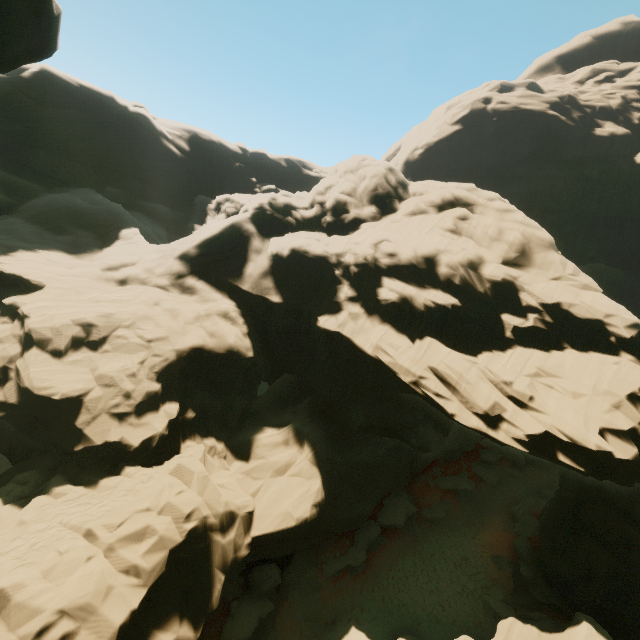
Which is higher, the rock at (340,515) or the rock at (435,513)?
the rock at (340,515)

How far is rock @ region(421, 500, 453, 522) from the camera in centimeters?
2683cm

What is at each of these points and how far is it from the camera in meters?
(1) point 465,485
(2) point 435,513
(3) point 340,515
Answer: (1) rock, 30.7 m
(2) rock, 27.2 m
(3) rock, 20.5 m

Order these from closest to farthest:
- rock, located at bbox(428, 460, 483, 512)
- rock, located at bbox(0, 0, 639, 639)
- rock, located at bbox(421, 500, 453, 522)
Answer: rock, located at bbox(0, 0, 639, 639)
rock, located at bbox(421, 500, 453, 522)
rock, located at bbox(428, 460, 483, 512)

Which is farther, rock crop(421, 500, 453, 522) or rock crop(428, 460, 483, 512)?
rock crop(428, 460, 483, 512)

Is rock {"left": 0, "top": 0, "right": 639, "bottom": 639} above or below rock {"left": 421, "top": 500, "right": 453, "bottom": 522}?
above

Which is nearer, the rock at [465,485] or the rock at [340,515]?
the rock at [340,515]
